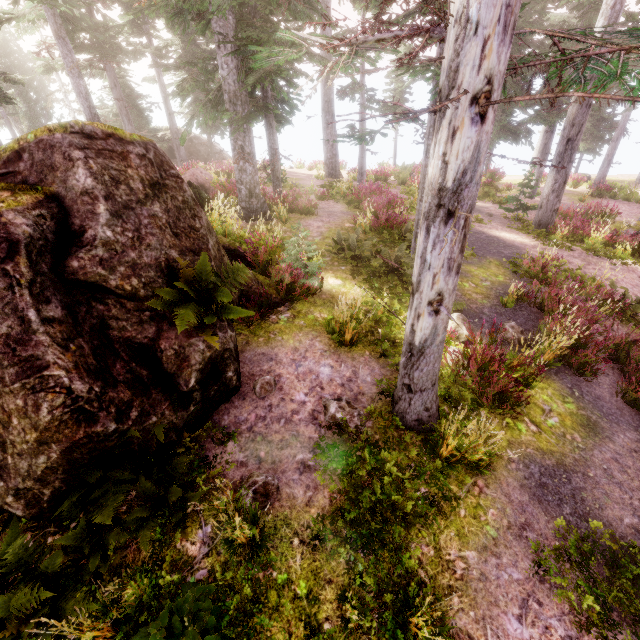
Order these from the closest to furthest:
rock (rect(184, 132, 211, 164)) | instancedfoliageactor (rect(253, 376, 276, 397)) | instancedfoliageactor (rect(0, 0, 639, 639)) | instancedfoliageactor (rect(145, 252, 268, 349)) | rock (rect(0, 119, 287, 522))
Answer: instancedfoliageactor (rect(0, 0, 639, 639))
rock (rect(0, 119, 287, 522))
instancedfoliageactor (rect(145, 252, 268, 349))
instancedfoliageactor (rect(253, 376, 276, 397))
rock (rect(184, 132, 211, 164))

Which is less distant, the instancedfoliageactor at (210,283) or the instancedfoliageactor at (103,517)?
the instancedfoliageactor at (103,517)

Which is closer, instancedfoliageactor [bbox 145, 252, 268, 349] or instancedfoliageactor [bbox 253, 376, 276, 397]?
instancedfoliageactor [bbox 145, 252, 268, 349]

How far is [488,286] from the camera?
9.8 meters

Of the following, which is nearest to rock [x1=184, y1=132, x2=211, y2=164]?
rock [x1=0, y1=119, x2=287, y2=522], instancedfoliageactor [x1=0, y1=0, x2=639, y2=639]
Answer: instancedfoliageactor [x1=0, y1=0, x2=639, y2=639]

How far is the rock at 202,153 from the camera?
28.9 meters

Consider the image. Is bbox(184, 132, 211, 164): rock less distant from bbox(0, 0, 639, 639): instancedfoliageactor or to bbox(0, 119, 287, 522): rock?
bbox(0, 0, 639, 639): instancedfoliageactor
